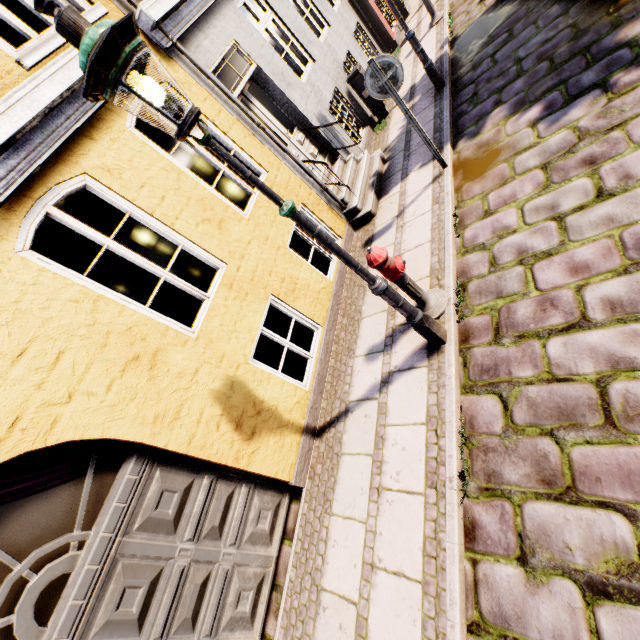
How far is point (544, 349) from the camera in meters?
3.0

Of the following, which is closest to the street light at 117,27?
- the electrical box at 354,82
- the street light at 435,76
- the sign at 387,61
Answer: the sign at 387,61

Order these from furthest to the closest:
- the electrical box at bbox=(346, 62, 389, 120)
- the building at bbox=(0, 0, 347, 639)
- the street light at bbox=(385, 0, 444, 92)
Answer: the electrical box at bbox=(346, 62, 389, 120), the street light at bbox=(385, 0, 444, 92), the building at bbox=(0, 0, 347, 639)

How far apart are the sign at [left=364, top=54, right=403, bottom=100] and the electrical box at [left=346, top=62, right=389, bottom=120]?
3.8 meters

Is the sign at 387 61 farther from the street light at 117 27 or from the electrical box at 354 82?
the electrical box at 354 82

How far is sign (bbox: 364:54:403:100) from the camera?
4.2m

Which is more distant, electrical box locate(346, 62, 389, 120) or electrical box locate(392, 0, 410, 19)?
electrical box locate(392, 0, 410, 19)

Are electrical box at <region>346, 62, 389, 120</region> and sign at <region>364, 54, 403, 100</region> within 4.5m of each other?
yes
